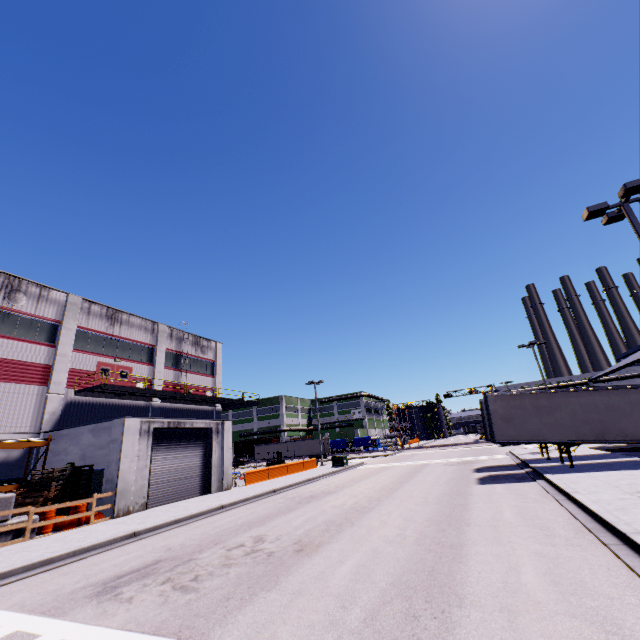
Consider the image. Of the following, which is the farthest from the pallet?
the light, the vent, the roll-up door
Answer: the light

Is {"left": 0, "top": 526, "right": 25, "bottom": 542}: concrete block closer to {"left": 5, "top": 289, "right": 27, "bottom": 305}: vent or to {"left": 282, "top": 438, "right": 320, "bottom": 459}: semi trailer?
{"left": 282, "top": 438, "right": 320, "bottom": 459}: semi trailer

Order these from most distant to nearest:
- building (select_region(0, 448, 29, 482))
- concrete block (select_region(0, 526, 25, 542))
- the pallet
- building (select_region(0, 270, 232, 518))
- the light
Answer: building (select_region(0, 448, 29, 482)) < building (select_region(0, 270, 232, 518)) < the pallet < concrete block (select_region(0, 526, 25, 542)) < the light

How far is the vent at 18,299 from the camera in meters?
20.9 m

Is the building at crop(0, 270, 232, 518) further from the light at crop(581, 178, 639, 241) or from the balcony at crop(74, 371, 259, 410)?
the light at crop(581, 178, 639, 241)

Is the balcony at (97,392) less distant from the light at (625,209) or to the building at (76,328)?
the building at (76,328)

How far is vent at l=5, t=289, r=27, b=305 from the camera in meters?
20.9 m

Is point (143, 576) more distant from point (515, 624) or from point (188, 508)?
point (188, 508)
